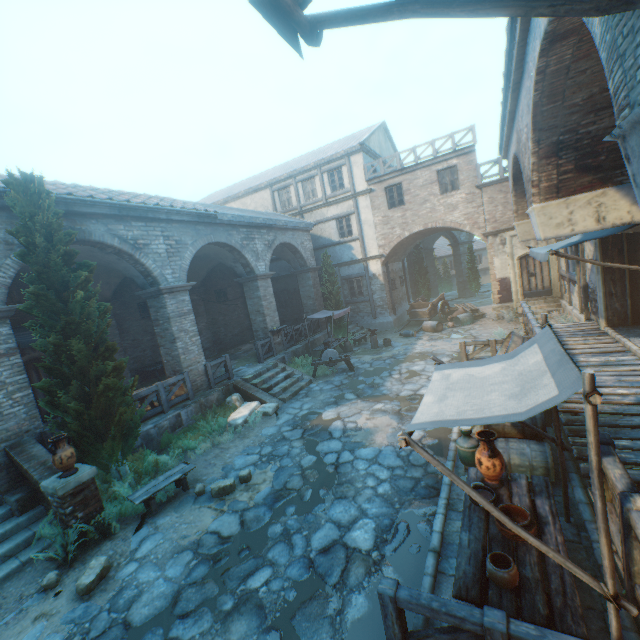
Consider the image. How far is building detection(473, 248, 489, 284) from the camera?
41.53m

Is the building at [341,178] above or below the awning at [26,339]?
above

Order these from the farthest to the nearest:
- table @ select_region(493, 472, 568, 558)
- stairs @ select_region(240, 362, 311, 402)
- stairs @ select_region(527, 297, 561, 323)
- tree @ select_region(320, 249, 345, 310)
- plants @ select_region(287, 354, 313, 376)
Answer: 1. tree @ select_region(320, 249, 345, 310)
2. stairs @ select_region(527, 297, 561, 323)
3. plants @ select_region(287, 354, 313, 376)
4. stairs @ select_region(240, 362, 311, 402)
5. table @ select_region(493, 472, 568, 558)

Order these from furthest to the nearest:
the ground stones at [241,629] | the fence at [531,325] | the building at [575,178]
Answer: the fence at [531,325] < the ground stones at [241,629] < the building at [575,178]

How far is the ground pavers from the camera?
16.2 meters

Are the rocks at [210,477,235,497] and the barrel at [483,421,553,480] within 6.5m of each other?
yes

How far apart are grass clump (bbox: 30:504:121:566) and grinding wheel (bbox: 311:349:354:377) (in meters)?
8.57

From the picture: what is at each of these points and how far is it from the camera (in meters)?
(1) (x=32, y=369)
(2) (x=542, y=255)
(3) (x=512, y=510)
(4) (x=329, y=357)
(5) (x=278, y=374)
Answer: (1) door, 11.70
(2) awning, 7.73
(3) ceramic bowl, 4.11
(4) grinding wheel, 14.16
(5) stairs, 13.58
